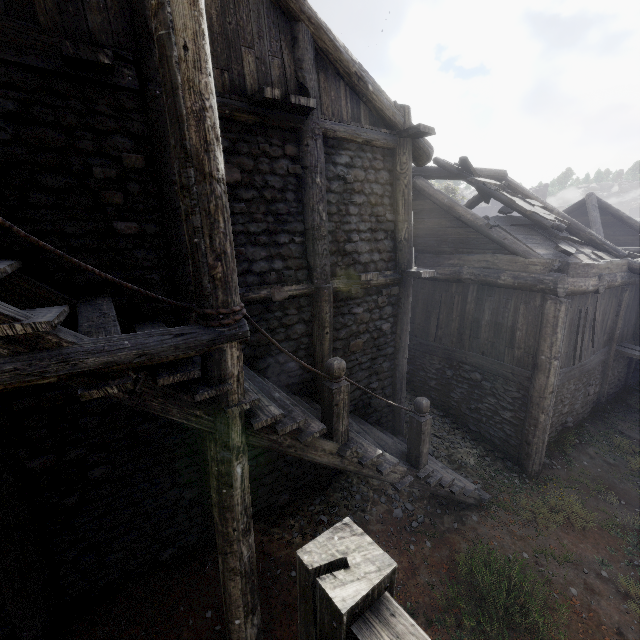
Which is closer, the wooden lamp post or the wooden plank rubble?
the wooden lamp post

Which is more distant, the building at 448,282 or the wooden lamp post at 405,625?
the building at 448,282

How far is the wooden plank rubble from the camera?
8.71m

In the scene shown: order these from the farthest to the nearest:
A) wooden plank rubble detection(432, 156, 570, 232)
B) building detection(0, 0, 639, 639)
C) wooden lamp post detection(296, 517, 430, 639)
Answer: wooden plank rubble detection(432, 156, 570, 232) < building detection(0, 0, 639, 639) < wooden lamp post detection(296, 517, 430, 639)

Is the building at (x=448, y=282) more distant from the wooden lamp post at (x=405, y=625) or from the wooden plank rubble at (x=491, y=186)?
the wooden lamp post at (x=405, y=625)

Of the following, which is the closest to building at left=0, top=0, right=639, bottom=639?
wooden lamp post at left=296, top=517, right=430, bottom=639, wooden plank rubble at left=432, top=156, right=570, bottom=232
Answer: wooden plank rubble at left=432, top=156, right=570, bottom=232

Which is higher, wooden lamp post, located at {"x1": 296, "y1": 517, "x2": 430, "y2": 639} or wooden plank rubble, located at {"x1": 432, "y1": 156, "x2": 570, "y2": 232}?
wooden plank rubble, located at {"x1": 432, "y1": 156, "x2": 570, "y2": 232}

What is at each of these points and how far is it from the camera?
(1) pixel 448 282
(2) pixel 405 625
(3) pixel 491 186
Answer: (1) building, 10.1 meters
(2) wooden lamp post, 1.1 meters
(3) wooden plank rubble, 9.2 meters
